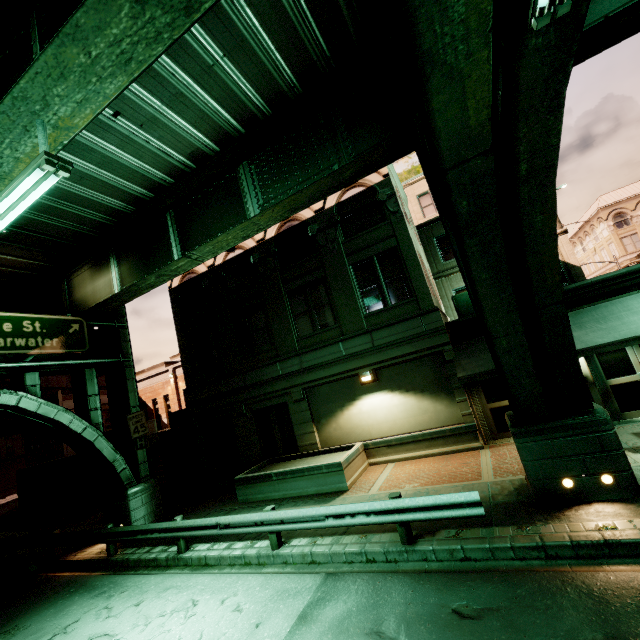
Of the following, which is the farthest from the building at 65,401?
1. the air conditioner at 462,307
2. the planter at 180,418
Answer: the air conditioner at 462,307

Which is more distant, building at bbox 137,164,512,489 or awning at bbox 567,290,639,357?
building at bbox 137,164,512,489

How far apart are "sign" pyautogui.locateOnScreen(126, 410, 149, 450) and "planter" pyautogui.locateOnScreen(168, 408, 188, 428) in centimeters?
440cm

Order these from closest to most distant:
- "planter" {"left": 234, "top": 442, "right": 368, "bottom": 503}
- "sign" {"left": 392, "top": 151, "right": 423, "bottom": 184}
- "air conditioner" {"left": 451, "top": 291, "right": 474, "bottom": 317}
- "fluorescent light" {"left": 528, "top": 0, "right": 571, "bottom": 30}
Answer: "fluorescent light" {"left": 528, "top": 0, "right": 571, "bottom": 30}, "planter" {"left": 234, "top": 442, "right": 368, "bottom": 503}, "air conditioner" {"left": 451, "top": 291, "right": 474, "bottom": 317}, "sign" {"left": 392, "top": 151, "right": 423, "bottom": 184}

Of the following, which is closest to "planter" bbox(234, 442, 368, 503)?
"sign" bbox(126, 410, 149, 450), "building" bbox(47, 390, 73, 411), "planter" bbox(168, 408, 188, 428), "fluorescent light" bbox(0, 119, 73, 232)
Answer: "sign" bbox(126, 410, 149, 450)

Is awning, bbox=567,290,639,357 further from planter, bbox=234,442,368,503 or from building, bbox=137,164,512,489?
planter, bbox=234,442,368,503

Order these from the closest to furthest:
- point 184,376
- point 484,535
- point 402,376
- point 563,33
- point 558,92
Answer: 1. point 563,33
2. point 558,92
3. point 484,535
4. point 402,376
5. point 184,376

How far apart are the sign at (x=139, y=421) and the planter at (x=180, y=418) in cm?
440
